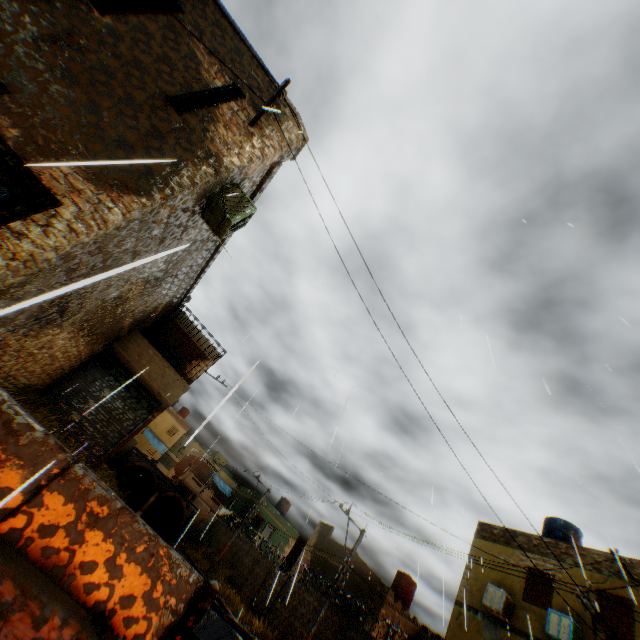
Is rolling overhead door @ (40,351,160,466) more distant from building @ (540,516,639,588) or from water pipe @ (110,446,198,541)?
water pipe @ (110,446,198,541)

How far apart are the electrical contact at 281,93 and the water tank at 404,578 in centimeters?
2992cm

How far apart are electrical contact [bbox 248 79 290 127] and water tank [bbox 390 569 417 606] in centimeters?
2992cm

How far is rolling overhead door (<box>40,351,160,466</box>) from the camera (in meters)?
12.28

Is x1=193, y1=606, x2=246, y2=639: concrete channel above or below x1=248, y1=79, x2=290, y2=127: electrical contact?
below

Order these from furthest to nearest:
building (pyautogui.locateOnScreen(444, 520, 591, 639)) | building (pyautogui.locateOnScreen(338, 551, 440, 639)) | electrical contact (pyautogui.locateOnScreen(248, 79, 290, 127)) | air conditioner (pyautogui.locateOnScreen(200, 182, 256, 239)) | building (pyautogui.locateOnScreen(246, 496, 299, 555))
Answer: building (pyautogui.locateOnScreen(246, 496, 299, 555)) → building (pyautogui.locateOnScreen(338, 551, 440, 639)) → building (pyautogui.locateOnScreen(444, 520, 591, 639)) → air conditioner (pyautogui.locateOnScreen(200, 182, 256, 239)) → electrical contact (pyautogui.locateOnScreen(248, 79, 290, 127))

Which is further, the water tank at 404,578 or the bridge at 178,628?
the water tank at 404,578

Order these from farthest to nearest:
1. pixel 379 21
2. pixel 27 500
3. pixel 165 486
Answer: pixel 165 486, pixel 379 21, pixel 27 500
